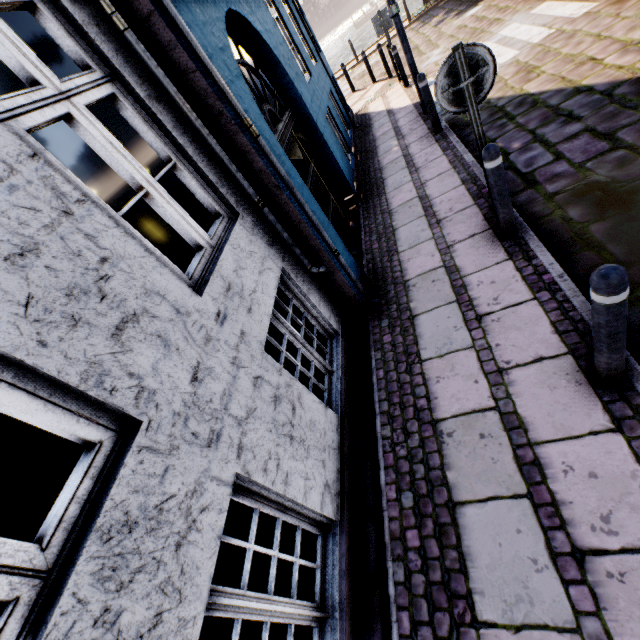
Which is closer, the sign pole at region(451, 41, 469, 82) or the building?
the building

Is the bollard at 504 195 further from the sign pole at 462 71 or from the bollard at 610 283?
the bollard at 610 283

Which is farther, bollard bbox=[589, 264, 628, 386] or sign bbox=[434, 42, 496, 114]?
sign bbox=[434, 42, 496, 114]

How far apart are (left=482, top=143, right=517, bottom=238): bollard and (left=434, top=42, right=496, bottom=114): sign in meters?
0.4

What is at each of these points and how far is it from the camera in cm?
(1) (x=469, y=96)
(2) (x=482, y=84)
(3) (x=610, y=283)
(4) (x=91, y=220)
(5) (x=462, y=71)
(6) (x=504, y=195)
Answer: (1) sign pole, 304
(2) sign, 301
(3) bollard, 169
(4) building, 162
(5) sign pole, 291
(6) bollard, 337

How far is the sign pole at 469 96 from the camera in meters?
3.0

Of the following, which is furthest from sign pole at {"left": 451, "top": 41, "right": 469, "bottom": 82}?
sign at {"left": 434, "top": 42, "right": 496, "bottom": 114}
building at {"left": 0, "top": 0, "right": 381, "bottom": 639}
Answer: building at {"left": 0, "top": 0, "right": 381, "bottom": 639}

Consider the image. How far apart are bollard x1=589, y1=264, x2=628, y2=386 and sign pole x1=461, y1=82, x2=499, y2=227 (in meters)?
2.12
